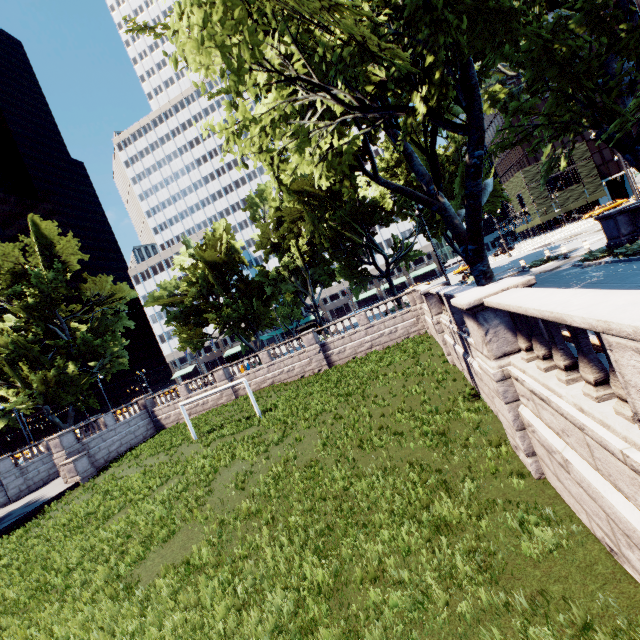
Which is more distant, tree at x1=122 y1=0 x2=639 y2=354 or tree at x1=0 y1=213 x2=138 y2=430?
tree at x1=0 y1=213 x2=138 y2=430

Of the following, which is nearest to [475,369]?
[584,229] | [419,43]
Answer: [419,43]

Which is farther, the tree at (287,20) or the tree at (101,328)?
the tree at (101,328)
